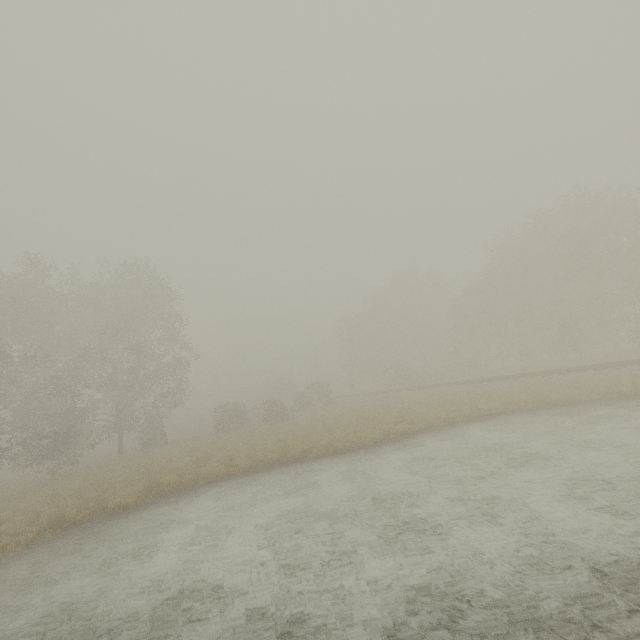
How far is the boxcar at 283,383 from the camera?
58.34m

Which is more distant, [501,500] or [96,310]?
[96,310]

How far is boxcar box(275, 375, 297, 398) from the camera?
58.3 meters
